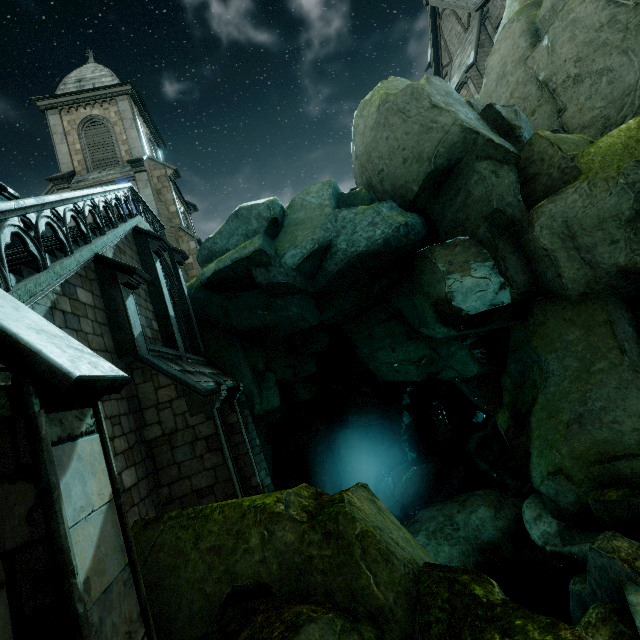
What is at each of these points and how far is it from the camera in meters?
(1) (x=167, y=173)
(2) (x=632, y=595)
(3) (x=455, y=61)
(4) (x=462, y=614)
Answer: (1) building, 19.5
(2) stone column, 5.8
(3) building, 27.8
(4) rock, 2.9

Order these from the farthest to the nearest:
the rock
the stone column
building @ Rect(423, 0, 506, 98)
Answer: building @ Rect(423, 0, 506, 98) → the stone column → the rock

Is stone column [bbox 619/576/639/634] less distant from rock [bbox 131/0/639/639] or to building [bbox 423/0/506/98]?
rock [bbox 131/0/639/639]

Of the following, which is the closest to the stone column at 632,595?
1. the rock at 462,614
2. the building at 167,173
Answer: the rock at 462,614

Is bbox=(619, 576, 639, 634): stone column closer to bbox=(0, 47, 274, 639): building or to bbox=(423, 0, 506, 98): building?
bbox=(0, 47, 274, 639): building

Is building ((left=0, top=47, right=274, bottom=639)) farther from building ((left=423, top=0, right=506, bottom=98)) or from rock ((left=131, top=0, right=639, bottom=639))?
building ((left=423, top=0, right=506, bottom=98))

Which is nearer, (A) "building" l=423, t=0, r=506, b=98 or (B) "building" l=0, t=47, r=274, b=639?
(B) "building" l=0, t=47, r=274, b=639

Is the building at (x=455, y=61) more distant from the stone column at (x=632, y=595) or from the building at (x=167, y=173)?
the stone column at (x=632, y=595)
